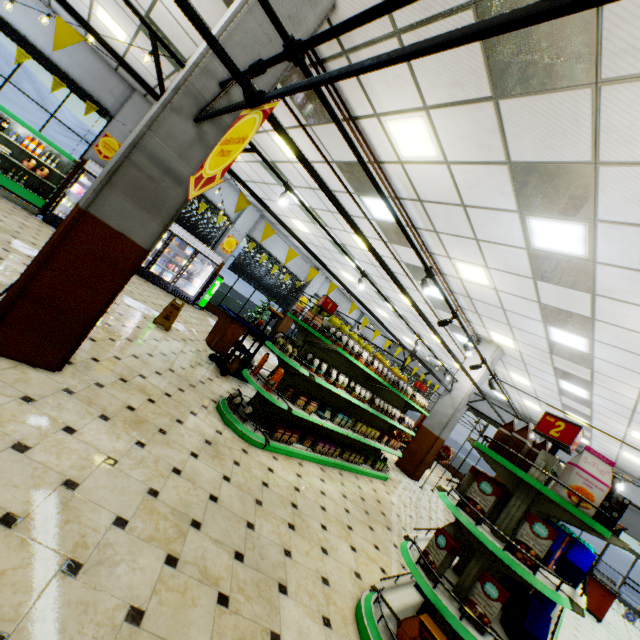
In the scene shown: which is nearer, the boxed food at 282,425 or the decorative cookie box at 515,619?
the decorative cookie box at 515,619

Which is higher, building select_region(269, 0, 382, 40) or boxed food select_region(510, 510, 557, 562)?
building select_region(269, 0, 382, 40)

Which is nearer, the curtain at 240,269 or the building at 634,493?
the building at 634,493

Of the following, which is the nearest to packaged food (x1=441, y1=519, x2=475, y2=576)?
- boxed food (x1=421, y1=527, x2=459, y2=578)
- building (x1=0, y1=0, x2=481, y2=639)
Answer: boxed food (x1=421, y1=527, x2=459, y2=578)

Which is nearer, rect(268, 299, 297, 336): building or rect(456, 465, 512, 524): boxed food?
rect(456, 465, 512, 524): boxed food

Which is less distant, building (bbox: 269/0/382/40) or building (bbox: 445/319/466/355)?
building (bbox: 269/0/382/40)

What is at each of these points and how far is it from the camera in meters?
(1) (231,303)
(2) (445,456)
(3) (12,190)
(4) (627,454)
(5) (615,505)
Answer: (1) hedge, 15.4
(2) foil balloon, 10.3
(3) refrigerated case, 8.9
(4) building, 11.8
(5) boxed food, 3.4

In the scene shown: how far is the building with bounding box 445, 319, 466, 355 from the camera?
11.0m
